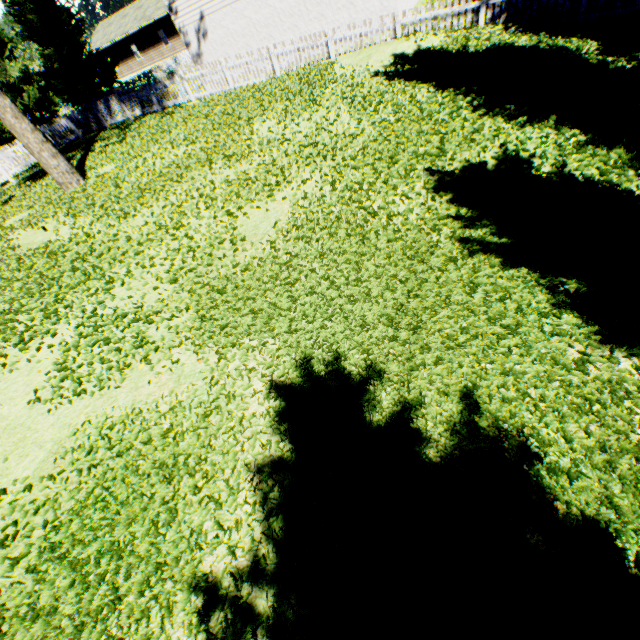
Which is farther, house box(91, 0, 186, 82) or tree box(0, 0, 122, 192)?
house box(91, 0, 186, 82)

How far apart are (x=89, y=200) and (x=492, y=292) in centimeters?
1143cm

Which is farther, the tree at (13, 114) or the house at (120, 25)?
the house at (120, 25)
